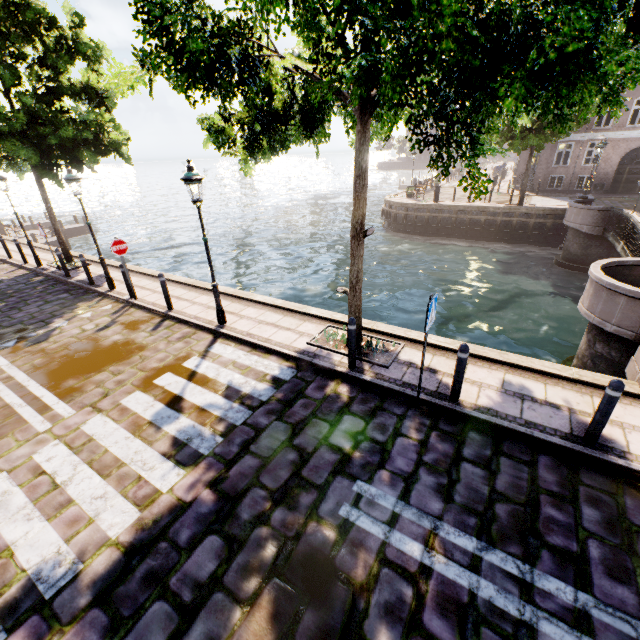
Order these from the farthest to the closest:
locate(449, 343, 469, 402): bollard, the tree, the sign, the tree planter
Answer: the sign < the tree planter < locate(449, 343, 469, 402): bollard < the tree

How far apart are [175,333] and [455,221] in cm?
2266

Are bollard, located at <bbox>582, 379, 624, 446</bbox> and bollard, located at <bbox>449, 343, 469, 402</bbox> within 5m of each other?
yes

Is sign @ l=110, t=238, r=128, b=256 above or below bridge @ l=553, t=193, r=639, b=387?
above

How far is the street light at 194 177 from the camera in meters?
6.8 m

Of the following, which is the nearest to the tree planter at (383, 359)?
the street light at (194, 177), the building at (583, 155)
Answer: the street light at (194, 177)

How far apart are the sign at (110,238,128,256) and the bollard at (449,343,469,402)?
9.54m

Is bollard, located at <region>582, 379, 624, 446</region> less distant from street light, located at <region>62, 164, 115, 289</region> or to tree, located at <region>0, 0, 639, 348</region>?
tree, located at <region>0, 0, 639, 348</region>
